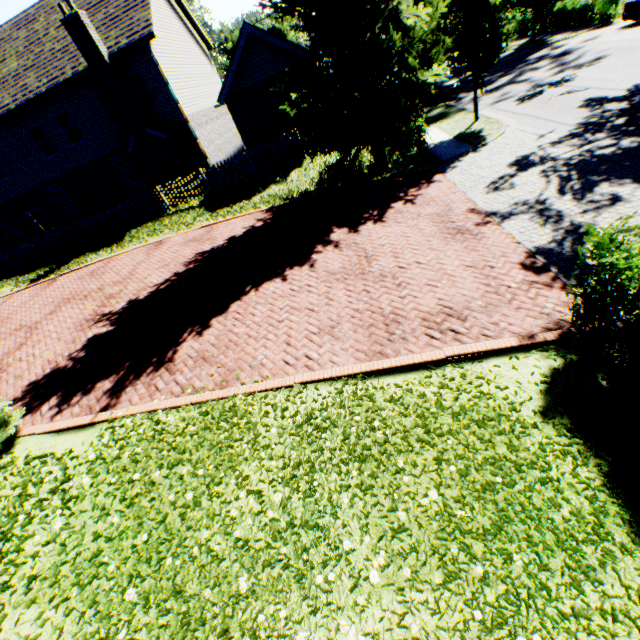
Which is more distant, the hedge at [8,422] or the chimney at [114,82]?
the chimney at [114,82]

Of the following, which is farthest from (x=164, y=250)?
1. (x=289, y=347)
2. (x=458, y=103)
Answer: (x=458, y=103)

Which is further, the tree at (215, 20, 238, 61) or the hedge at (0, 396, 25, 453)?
the tree at (215, 20, 238, 61)

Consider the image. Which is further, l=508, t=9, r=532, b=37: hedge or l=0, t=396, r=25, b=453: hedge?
l=508, t=9, r=532, b=37: hedge

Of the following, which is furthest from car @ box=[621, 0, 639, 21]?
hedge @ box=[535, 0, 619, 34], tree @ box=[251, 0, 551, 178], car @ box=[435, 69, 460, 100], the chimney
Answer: hedge @ box=[535, 0, 619, 34]

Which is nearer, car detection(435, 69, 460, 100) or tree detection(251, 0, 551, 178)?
tree detection(251, 0, 551, 178)

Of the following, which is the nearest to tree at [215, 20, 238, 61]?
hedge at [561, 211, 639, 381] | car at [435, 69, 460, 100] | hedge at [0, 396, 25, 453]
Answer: car at [435, 69, 460, 100]

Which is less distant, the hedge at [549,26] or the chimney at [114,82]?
the chimney at [114,82]
